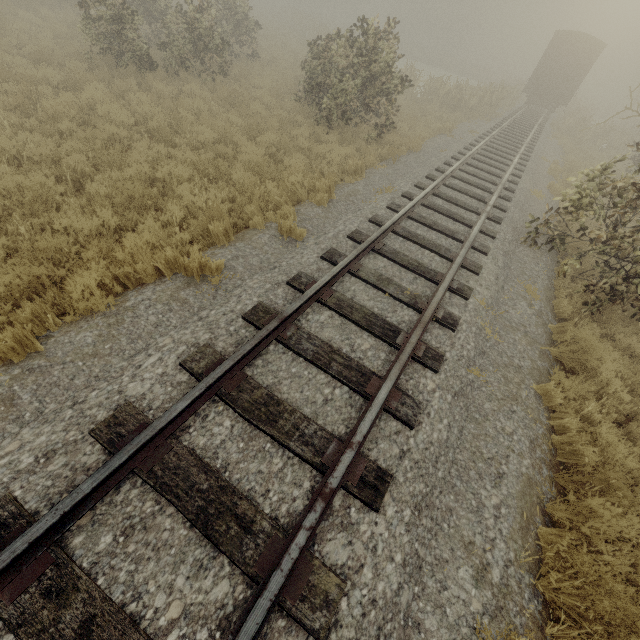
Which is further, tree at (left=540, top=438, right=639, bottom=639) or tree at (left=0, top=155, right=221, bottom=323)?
tree at (left=0, top=155, right=221, bottom=323)

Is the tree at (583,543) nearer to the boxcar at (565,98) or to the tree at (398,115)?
the tree at (398,115)

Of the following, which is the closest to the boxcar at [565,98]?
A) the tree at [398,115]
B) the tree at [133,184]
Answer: the tree at [398,115]

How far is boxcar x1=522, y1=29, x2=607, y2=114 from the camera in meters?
22.0

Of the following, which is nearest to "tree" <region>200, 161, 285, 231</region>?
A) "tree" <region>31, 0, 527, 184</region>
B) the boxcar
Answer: "tree" <region>31, 0, 527, 184</region>

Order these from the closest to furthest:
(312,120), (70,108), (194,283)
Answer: (194,283)
(70,108)
(312,120)

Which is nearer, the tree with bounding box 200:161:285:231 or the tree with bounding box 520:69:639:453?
the tree with bounding box 520:69:639:453

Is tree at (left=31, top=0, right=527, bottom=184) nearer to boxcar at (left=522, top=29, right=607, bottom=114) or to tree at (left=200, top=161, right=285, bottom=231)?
tree at (left=200, top=161, right=285, bottom=231)
